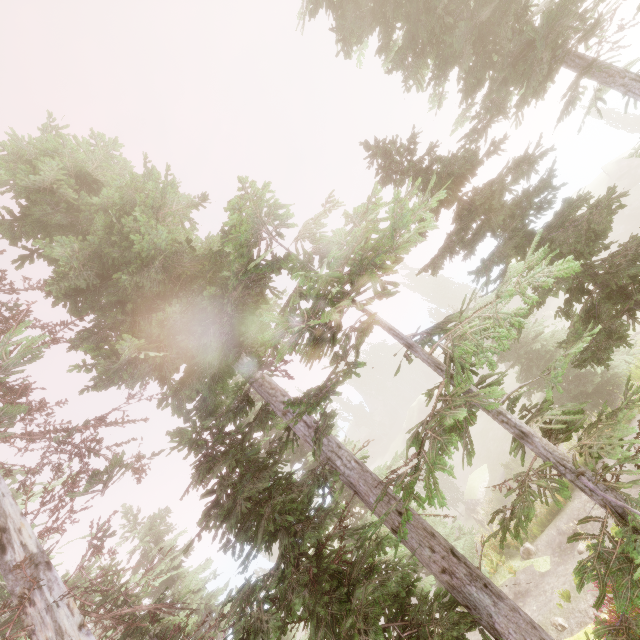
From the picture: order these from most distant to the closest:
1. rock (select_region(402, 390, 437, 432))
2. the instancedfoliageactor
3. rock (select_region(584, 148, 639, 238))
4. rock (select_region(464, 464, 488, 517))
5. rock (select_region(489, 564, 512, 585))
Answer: rock (select_region(402, 390, 437, 432))
rock (select_region(584, 148, 639, 238))
rock (select_region(464, 464, 488, 517))
rock (select_region(489, 564, 512, 585))
the instancedfoliageactor

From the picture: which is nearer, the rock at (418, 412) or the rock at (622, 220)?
the rock at (622, 220)

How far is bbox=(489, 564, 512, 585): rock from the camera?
12.8 meters

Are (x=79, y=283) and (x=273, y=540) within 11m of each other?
yes

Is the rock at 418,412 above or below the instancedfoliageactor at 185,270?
below

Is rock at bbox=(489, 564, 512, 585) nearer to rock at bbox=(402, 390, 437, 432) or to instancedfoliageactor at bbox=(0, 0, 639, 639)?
instancedfoliageactor at bbox=(0, 0, 639, 639)

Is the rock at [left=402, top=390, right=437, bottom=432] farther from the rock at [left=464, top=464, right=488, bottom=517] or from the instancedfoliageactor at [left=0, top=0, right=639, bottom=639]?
the rock at [left=464, top=464, right=488, bottom=517]

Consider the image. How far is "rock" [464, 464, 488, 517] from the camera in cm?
2991
